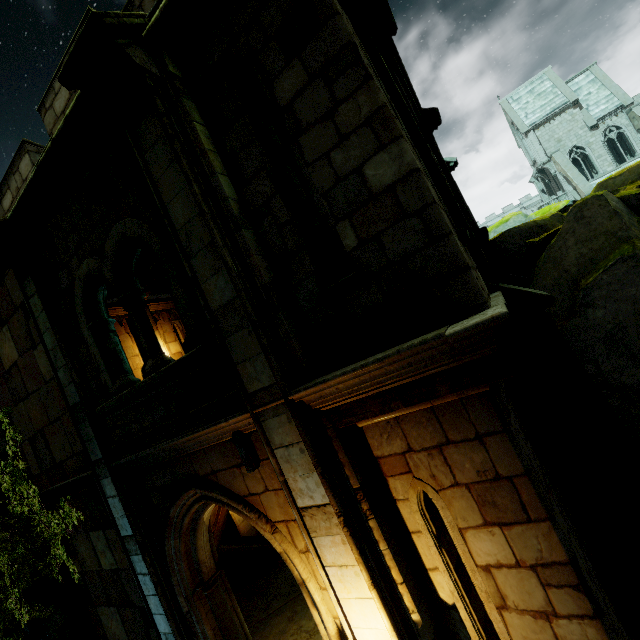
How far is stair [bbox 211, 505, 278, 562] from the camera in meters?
8.0

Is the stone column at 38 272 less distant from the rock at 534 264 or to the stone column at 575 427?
the stone column at 575 427

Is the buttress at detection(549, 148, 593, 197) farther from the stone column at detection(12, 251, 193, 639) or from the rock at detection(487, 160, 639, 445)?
the stone column at detection(12, 251, 193, 639)

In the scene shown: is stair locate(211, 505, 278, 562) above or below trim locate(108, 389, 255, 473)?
below

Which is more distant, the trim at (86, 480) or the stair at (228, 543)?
the stair at (228, 543)

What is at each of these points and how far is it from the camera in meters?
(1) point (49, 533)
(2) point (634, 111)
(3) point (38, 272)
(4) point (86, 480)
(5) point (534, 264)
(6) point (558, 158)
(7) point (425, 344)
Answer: (1) plant, 6.8 m
(2) buttress, 31.3 m
(3) stone column, 5.3 m
(4) trim, 5.5 m
(5) rock, 9.8 m
(6) buttress, 34.3 m
(7) trim, 2.5 m

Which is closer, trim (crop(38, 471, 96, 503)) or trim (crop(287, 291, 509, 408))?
trim (crop(287, 291, 509, 408))

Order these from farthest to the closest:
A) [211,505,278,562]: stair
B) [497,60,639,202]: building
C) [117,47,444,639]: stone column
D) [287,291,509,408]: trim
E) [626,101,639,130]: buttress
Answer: [497,60,639,202]: building, [626,101,639,130]: buttress, [211,505,278,562]: stair, [117,47,444,639]: stone column, [287,291,509,408]: trim
